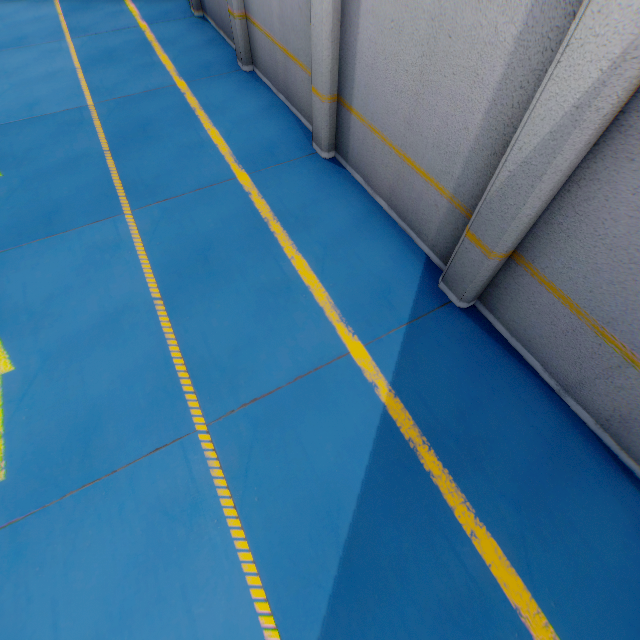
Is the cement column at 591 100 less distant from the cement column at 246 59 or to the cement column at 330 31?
the cement column at 330 31

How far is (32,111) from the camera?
Result: 7.0m

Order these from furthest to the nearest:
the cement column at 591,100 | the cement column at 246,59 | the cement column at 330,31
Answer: the cement column at 246,59 < the cement column at 330,31 < the cement column at 591,100

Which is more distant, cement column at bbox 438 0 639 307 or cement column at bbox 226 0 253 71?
cement column at bbox 226 0 253 71

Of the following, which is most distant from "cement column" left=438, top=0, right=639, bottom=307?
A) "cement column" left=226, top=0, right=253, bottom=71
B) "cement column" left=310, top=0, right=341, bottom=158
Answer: "cement column" left=226, top=0, right=253, bottom=71

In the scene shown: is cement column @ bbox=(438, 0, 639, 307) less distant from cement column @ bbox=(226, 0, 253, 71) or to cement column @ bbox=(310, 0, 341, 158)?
cement column @ bbox=(310, 0, 341, 158)
